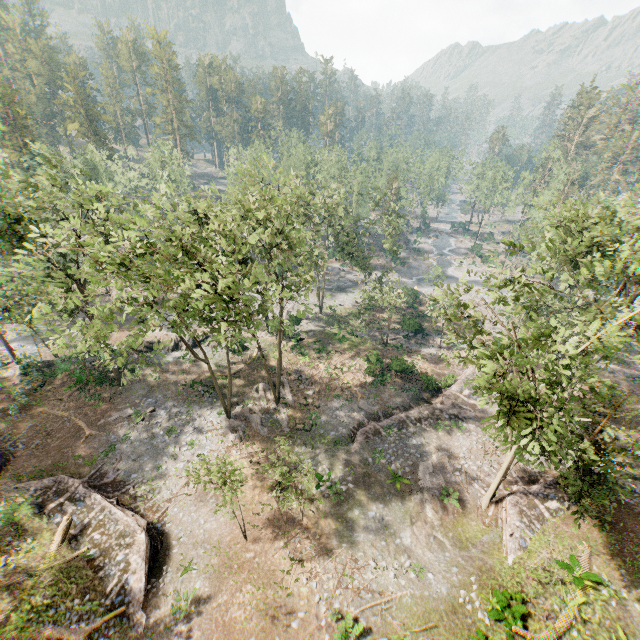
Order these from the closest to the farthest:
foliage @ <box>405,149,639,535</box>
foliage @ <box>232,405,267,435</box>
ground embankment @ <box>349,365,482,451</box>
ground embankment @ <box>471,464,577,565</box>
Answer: foliage @ <box>405,149,639,535</box> < ground embankment @ <box>471,464,577,565</box> < ground embankment @ <box>349,365,482,451</box> < foliage @ <box>232,405,267,435</box>

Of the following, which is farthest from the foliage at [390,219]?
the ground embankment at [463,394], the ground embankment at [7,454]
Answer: the ground embankment at [463,394]

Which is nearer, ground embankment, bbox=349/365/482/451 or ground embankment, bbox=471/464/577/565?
ground embankment, bbox=471/464/577/565

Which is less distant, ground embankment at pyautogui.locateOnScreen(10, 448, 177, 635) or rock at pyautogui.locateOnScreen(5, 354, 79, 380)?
ground embankment at pyautogui.locateOnScreen(10, 448, 177, 635)

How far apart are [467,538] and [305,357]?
21.0 meters

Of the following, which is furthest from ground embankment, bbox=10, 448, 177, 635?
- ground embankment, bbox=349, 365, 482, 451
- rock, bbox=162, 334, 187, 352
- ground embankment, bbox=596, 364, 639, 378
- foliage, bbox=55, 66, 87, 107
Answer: ground embankment, bbox=596, 364, 639, 378

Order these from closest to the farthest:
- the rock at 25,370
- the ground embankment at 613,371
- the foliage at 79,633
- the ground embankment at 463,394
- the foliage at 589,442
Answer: the foliage at 589,442 → the foliage at 79,633 → the ground embankment at 463,394 → the rock at 25,370 → the ground embankment at 613,371

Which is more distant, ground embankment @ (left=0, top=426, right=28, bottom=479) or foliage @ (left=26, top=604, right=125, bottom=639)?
ground embankment @ (left=0, top=426, right=28, bottom=479)
